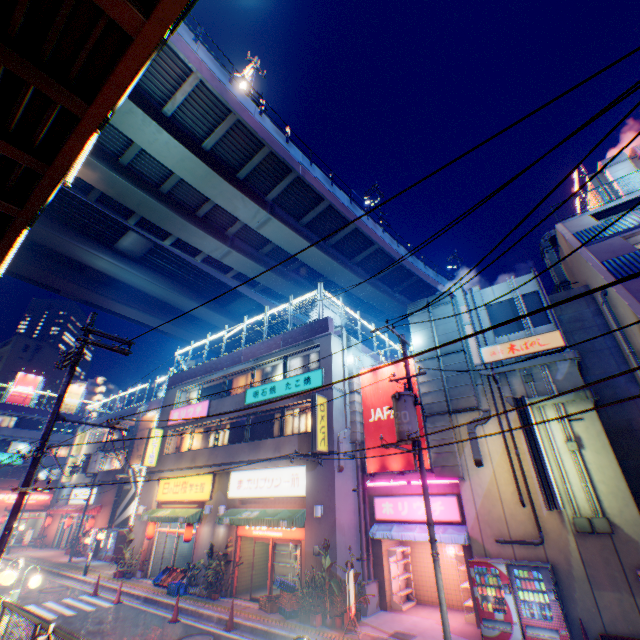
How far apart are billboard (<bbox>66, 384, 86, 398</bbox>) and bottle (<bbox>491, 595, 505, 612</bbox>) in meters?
59.4

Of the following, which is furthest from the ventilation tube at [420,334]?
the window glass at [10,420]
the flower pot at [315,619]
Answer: the window glass at [10,420]

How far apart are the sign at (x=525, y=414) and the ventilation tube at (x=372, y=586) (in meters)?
7.37

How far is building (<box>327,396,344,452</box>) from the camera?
14.6 meters

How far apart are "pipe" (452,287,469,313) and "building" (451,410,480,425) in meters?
0.0

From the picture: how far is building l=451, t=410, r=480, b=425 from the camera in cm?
1312

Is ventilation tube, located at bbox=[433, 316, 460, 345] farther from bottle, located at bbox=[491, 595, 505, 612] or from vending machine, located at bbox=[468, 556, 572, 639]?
bottle, located at bbox=[491, 595, 505, 612]

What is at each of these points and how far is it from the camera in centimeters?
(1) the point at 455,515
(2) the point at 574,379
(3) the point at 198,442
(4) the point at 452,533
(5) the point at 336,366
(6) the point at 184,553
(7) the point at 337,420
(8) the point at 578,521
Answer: (1) sign, 1252cm
(2) building, 1162cm
(3) window glass, 2148cm
(4) awning, 1207cm
(5) building, 1669cm
(6) building, 2105cm
(7) building, 1527cm
(8) electric box, 988cm
